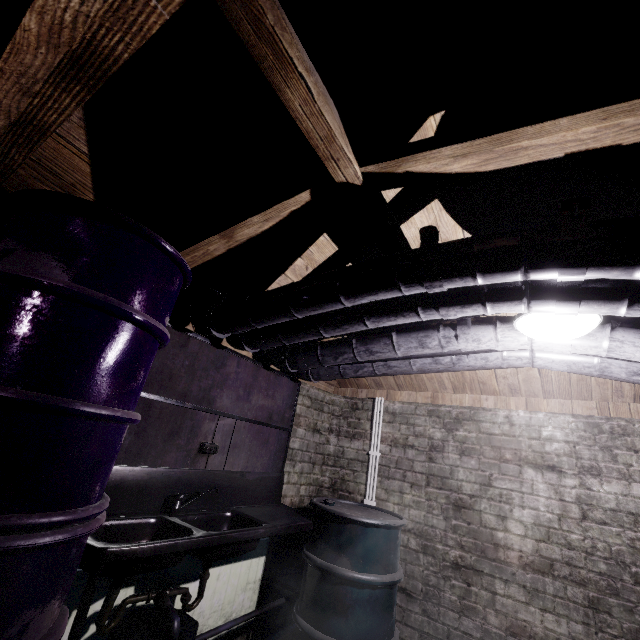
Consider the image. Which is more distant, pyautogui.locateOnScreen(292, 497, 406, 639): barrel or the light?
pyautogui.locateOnScreen(292, 497, 406, 639): barrel

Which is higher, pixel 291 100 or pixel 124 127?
pixel 124 127

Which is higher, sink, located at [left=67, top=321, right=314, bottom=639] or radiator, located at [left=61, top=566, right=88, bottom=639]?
sink, located at [left=67, top=321, right=314, bottom=639]

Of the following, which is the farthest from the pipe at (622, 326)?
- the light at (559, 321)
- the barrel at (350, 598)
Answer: the barrel at (350, 598)

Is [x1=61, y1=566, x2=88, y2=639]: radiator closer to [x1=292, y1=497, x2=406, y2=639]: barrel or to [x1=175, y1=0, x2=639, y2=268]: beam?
[x1=292, y1=497, x2=406, y2=639]: barrel

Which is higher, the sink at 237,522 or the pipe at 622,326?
the pipe at 622,326

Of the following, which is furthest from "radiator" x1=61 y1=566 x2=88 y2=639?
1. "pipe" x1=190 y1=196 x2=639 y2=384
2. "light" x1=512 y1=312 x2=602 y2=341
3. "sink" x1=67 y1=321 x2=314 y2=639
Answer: "light" x1=512 y1=312 x2=602 y2=341

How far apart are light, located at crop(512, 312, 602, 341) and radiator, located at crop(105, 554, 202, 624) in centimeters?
234cm
